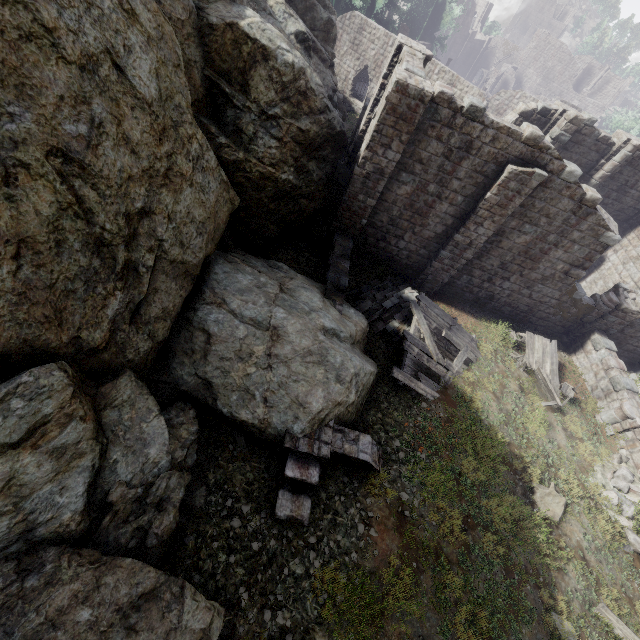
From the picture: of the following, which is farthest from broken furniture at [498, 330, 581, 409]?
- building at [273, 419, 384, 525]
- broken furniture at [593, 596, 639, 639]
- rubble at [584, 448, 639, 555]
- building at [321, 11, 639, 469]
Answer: building at [273, 419, 384, 525]

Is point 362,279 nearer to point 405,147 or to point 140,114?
point 405,147

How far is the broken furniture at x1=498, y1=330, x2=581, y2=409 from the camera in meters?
14.1

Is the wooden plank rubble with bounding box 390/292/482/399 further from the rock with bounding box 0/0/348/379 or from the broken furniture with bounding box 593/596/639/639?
the broken furniture with bounding box 593/596/639/639

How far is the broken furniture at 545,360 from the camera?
14.1m

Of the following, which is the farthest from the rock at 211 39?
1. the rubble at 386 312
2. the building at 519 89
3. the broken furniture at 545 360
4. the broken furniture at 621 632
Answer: the broken furniture at 621 632

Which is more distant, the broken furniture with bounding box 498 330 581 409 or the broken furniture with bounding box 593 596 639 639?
the broken furniture with bounding box 498 330 581 409

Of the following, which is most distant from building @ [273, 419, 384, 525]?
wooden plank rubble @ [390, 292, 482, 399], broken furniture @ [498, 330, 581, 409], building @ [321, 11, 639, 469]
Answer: broken furniture @ [498, 330, 581, 409]
